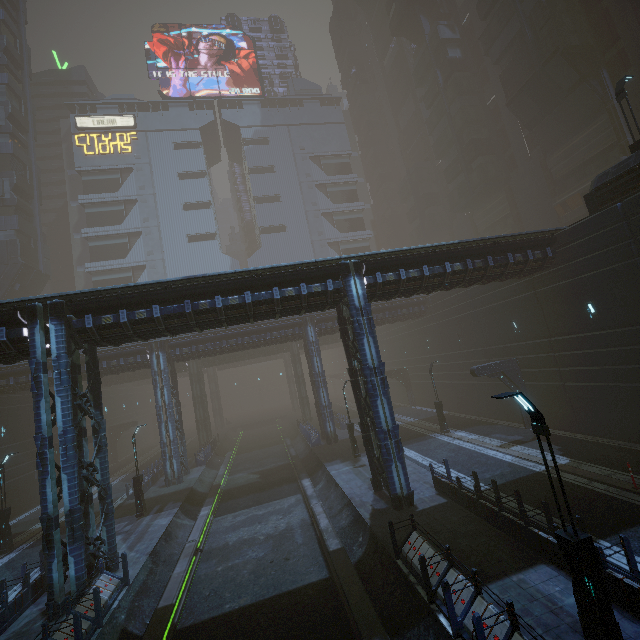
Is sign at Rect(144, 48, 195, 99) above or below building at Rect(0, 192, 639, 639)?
above

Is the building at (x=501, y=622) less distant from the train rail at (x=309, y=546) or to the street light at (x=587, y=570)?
the train rail at (x=309, y=546)

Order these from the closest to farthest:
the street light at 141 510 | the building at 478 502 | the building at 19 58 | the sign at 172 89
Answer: the building at 478 502 < the street light at 141 510 < the building at 19 58 < the sign at 172 89

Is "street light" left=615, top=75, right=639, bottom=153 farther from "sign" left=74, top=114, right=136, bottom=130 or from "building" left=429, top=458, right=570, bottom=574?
"sign" left=74, top=114, right=136, bottom=130

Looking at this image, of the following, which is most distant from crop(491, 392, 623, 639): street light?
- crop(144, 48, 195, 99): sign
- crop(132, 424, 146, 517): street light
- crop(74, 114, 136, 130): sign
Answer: crop(144, 48, 195, 99): sign

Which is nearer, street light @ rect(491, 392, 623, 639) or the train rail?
street light @ rect(491, 392, 623, 639)

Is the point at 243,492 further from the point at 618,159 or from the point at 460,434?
the point at 618,159

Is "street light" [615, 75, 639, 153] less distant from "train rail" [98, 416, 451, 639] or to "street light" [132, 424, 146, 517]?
"train rail" [98, 416, 451, 639]
